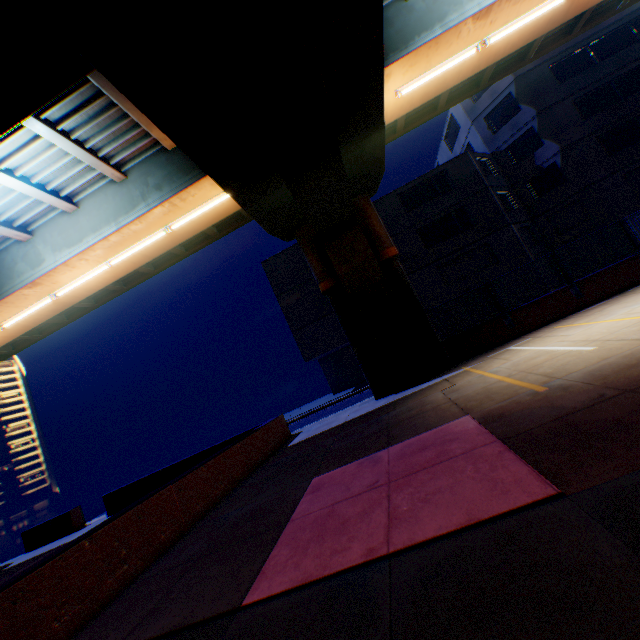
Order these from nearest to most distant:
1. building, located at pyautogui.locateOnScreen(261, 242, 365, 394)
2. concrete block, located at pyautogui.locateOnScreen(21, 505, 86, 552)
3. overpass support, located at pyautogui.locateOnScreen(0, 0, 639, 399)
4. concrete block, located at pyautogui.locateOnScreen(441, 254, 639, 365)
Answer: overpass support, located at pyautogui.locateOnScreen(0, 0, 639, 399) → concrete block, located at pyautogui.locateOnScreen(441, 254, 639, 365) → concrete block, located at pyautogui.locateOnScreen(21, 505, 86, 552) → building, located at pyautogui.locateOnScreen(261, 242, 365, 394)

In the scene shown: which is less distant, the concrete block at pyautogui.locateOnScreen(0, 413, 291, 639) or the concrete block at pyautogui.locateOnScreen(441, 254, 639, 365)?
the concrete block at pyautogui.locateOnScreen(0, 413, 291, 639)

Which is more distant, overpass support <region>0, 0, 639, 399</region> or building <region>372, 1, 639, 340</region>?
building <region>372, 1, 639, 340</region>

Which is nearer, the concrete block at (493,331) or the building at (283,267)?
the concrete block at (493,331)

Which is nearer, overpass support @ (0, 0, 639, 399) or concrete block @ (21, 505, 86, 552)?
overpass support @ (0, 0, 639, 399)

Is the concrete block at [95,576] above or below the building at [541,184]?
below

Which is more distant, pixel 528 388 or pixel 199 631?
pixel 528 388
